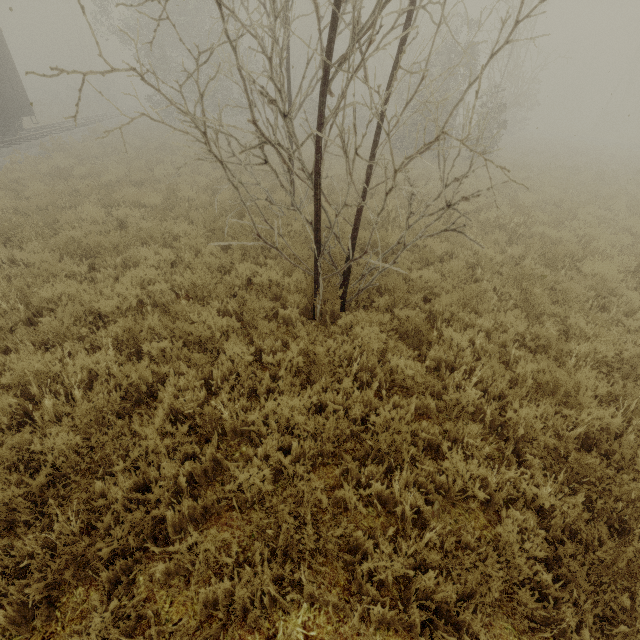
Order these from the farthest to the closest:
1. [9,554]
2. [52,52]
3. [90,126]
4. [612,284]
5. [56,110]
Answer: [52,52] < [56,110] < [90,126] < [612,284] < [9,554]

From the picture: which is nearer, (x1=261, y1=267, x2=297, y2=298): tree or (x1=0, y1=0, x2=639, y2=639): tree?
(x1=0, y1=0, x2=639, y2=639): tree

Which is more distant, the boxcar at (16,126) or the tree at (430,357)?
the boxcar at (16,126)

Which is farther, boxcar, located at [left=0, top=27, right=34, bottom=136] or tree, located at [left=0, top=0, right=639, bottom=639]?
boxcar, located at [left=0, top=27, right=34, bottom=136]

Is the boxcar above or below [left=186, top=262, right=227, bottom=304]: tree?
above

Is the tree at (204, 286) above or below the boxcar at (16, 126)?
below

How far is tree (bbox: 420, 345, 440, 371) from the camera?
4.6 meters
